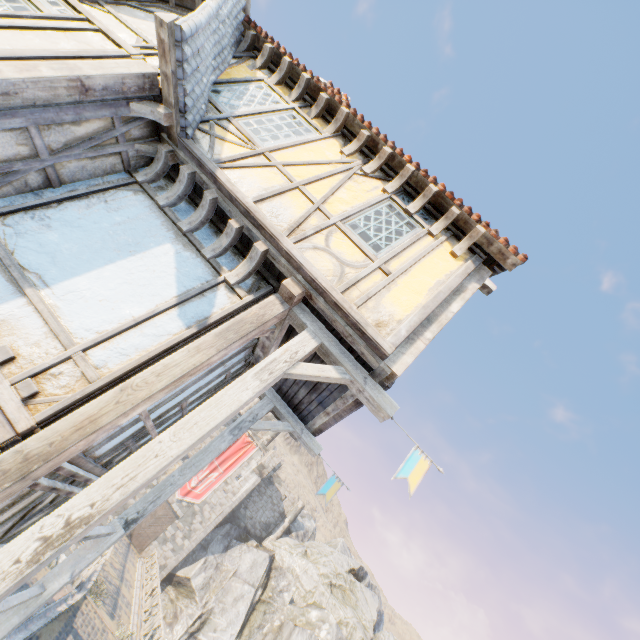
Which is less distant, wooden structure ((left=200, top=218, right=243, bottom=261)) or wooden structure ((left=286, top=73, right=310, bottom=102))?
wooden structure ((left=200, top=218, right=243, bottom=261))

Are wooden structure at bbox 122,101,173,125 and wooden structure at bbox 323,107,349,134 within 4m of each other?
yes

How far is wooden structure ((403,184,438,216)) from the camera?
5.2 meters

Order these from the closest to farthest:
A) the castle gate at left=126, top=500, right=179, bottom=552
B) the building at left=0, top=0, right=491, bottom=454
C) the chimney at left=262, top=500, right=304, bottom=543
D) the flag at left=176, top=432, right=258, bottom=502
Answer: the building at left=0, top=0, right=491, bottom=454, the castle gate at left=126, top=500, right=179, bottom=552, the flag at left=176, top=432, right=258, bottom=502, the chimney at left=262, top=500, right=304, bottom=543

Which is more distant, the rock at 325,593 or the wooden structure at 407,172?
the rock at 325,593

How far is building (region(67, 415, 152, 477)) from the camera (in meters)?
3.97

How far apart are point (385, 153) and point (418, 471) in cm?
487

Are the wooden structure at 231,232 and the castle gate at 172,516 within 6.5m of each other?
no
